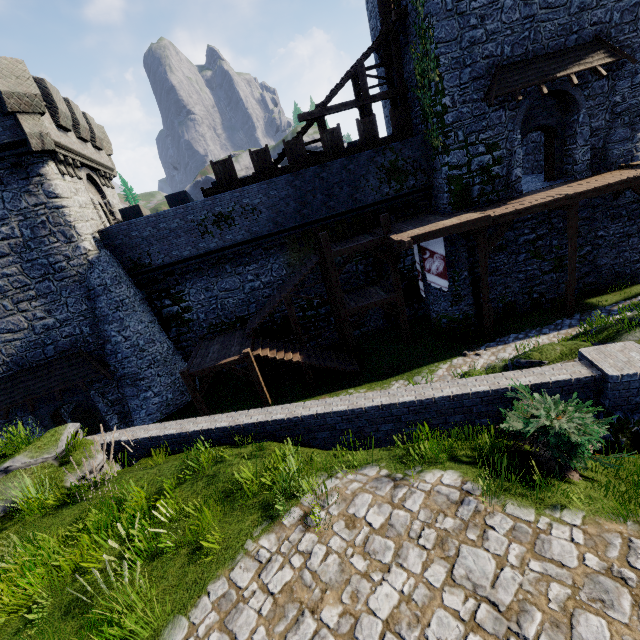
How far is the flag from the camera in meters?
14.4

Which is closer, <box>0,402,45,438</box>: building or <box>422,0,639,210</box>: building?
<box>422,0,639,210</box>: building

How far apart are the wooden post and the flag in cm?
545

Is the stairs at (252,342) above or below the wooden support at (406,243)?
below

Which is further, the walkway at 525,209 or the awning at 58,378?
the awning at 58,378

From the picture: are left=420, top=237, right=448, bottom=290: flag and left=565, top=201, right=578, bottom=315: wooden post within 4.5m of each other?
no

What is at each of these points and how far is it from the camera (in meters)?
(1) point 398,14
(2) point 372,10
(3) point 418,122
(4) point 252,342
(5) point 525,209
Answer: (1) wooden platform, 15.14
(2) building, 19.66
(3) building, 17.41
(4) stairs, 16.08
(5) walkway, 13.73

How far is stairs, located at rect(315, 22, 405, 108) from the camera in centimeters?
1653cm
